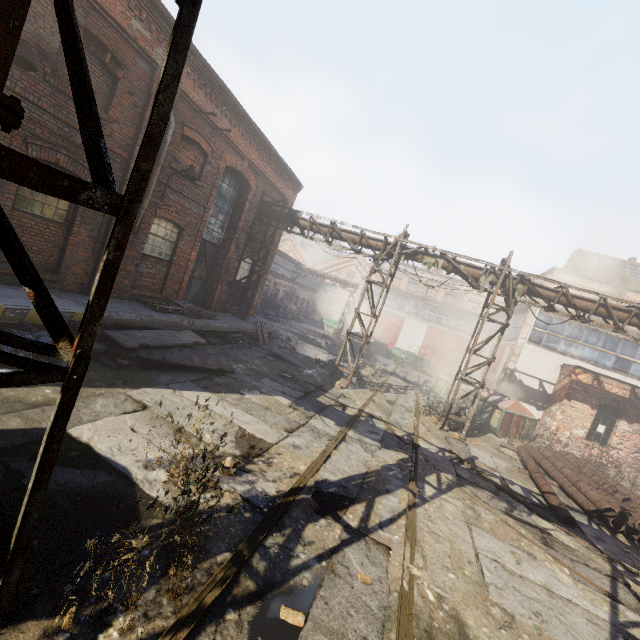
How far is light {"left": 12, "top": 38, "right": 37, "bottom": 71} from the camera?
5.5m

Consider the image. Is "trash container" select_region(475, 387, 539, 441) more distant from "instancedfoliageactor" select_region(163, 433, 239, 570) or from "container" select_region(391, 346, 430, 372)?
"instancedfoliageactor" select_region(163, 433, 239, 570)

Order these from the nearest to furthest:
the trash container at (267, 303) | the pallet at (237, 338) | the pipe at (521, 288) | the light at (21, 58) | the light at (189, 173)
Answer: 1. the light at (21, 58)
2. the light at (189, 173)
3. the pipe at (521, 288)
4. the pallet at (237, 338)
5. the trash container at (267, 303)

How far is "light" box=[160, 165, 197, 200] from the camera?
9.51m

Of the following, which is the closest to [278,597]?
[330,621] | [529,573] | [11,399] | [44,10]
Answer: [330,621]

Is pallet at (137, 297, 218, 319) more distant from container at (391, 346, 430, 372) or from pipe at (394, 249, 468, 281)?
container at (391, 346, 430, 372)

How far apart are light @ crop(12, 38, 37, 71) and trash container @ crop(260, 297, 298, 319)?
24.2 meters

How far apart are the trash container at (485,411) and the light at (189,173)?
14.7m
